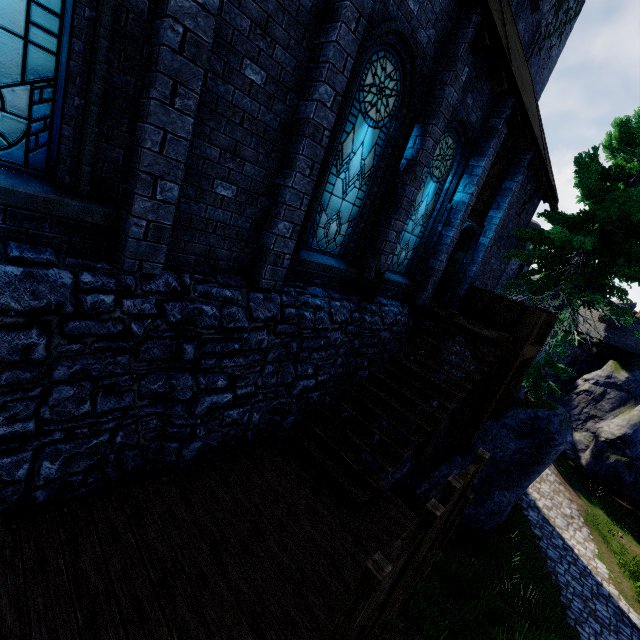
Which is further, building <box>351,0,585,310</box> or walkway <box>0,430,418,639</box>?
building <box>351,0,585,310</box>

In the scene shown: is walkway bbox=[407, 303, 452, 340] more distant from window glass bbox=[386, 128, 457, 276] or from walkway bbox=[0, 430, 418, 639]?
walkway bbox=[0, 430, 418, 639]

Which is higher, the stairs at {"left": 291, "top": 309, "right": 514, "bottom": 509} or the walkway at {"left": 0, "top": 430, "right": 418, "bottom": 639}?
the stairs at {"left": 291, "top": 309, "right": 514, "bottom": 509}

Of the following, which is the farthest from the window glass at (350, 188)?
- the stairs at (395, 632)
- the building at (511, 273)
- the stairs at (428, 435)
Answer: the building at (511, 273)

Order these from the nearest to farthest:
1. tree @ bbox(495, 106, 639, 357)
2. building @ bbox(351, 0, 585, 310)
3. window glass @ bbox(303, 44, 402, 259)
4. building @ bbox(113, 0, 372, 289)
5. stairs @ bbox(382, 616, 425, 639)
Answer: building @ bbox(113, 0, 372, 289) → window glass @ bbox(303, 44, 402, 259) → building @ bbox(351, 0, 585, 310) → stairs @ bbox(382, 616, 425, 639) → tree @ bbox(495, 106, 639, 357)

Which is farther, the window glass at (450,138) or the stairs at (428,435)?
the window glass at (450,138)

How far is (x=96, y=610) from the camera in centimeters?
312cm

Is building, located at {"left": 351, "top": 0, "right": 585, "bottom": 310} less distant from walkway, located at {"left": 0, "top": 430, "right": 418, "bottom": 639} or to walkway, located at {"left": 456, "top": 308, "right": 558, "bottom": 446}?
walkway, located at {"left": 456, "top": 308, "right": 558, "bottom": 446}
